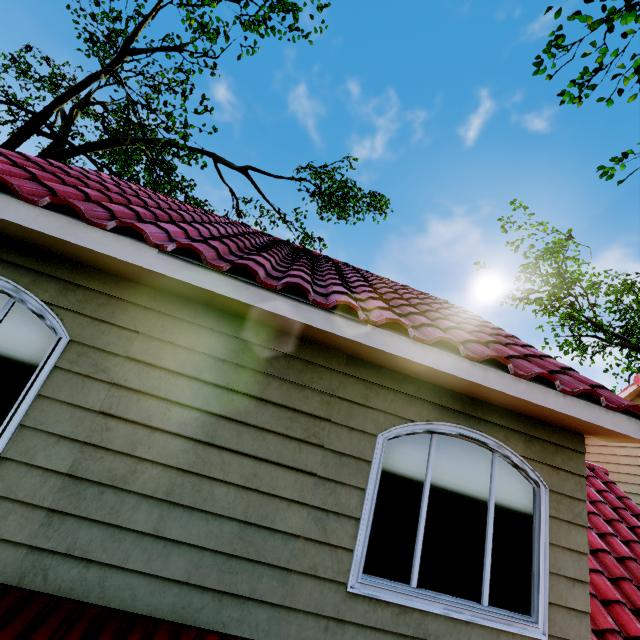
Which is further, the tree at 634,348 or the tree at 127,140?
the tree at 634,348

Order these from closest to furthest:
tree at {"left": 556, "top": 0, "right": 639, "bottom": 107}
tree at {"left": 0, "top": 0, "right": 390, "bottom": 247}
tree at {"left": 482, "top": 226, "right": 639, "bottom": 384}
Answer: tree at {"left": 556, "top": 0, "right": 639, "bottom": 107} → tree at {"left": 0, "top": 0, "right": 390, "bottom": 247} → tree at {"left": 482, "top": 226, "right": 639, "bottom": 384}

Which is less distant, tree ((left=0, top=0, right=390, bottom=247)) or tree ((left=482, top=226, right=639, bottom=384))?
tree ((left=0, top=0, right=390, bottom=247))

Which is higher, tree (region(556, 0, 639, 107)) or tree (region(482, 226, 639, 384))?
tree (region(482, 226, 639, 384))

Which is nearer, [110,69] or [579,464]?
[579,464]

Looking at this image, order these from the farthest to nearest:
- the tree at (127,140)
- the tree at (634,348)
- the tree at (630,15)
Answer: the tree at (634,348) < the tree at (127,140) < the tree at (630,15)
